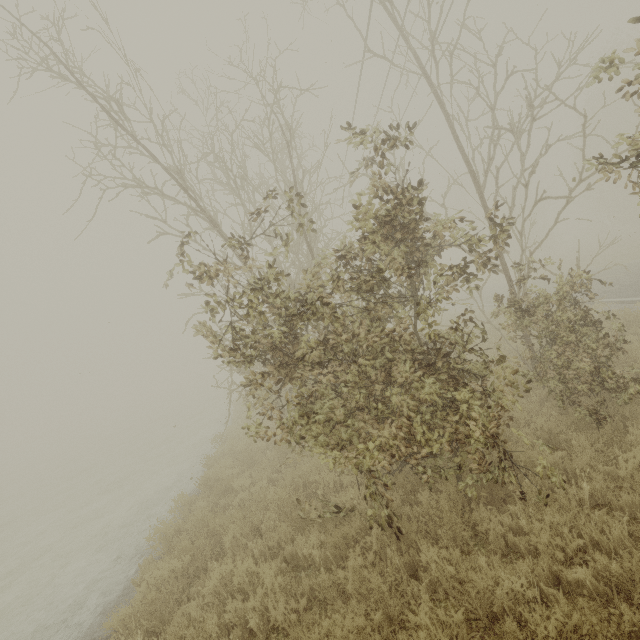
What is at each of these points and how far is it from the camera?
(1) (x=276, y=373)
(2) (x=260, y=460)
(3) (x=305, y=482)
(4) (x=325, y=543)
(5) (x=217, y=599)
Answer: (1) tree, 5.0m
(2) tree, 9.6m
(3) tree, 7.6m
(4) tree, 5.4m
(5) tree, 5.0m

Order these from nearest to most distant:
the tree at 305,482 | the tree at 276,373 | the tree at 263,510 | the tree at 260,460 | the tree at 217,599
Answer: the tree at 276,373 → the tree at 217,599 → the tree at 305,482 → the tree at 263,510 → the tree at 260,460

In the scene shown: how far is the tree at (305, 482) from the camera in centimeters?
542cm

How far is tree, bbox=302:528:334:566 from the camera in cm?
498

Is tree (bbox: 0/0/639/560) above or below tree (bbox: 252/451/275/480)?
above

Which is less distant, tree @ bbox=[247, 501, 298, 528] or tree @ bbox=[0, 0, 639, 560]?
tree @ bbox=[0, 0, 639, 560]

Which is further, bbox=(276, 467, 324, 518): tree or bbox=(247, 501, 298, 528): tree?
bbox=(247, 501, 298, 528): tree
